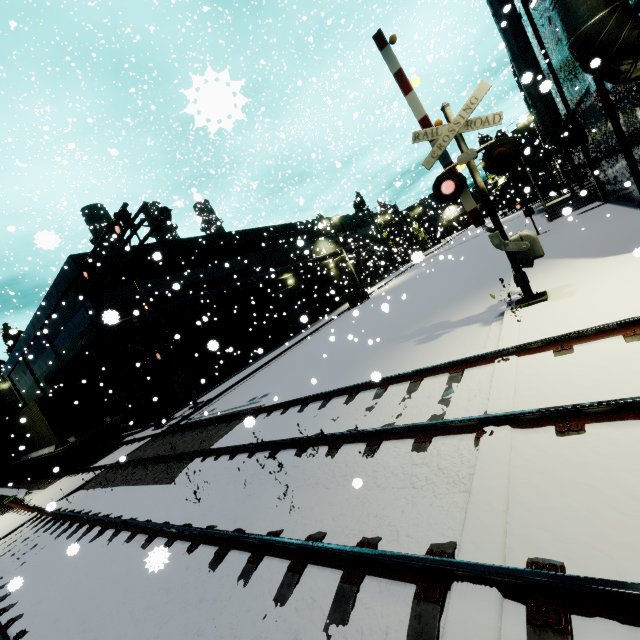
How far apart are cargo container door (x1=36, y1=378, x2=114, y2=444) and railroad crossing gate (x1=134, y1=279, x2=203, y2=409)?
3.1 meters

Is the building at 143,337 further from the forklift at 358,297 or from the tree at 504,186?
the tree at 504,186

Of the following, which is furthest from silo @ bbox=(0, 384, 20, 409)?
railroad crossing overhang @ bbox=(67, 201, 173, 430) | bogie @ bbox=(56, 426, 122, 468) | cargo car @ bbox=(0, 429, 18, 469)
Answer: railroad crossing overhang @ bbox=(67, 201, 173, 430)

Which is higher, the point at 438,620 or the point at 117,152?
the point at 117,152

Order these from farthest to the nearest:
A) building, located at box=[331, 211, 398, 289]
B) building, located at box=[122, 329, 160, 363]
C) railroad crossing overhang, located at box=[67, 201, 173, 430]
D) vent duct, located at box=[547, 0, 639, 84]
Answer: building, located at box=[331, 211, 398, 289] < building, located at box=[122, 329, 160, 363] < railroad crossing overhang, located at box=[67, 201, 173, 430] < vent duct, located at box=[547, 0, 639, 84]

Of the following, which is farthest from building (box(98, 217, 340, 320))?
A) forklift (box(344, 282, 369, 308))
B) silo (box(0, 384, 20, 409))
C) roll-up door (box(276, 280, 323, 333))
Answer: silo (box(0, 384, 20, 409))

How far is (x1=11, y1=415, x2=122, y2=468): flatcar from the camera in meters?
15.5 m

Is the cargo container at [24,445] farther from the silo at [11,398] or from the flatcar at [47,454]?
the silo at [11,398]
